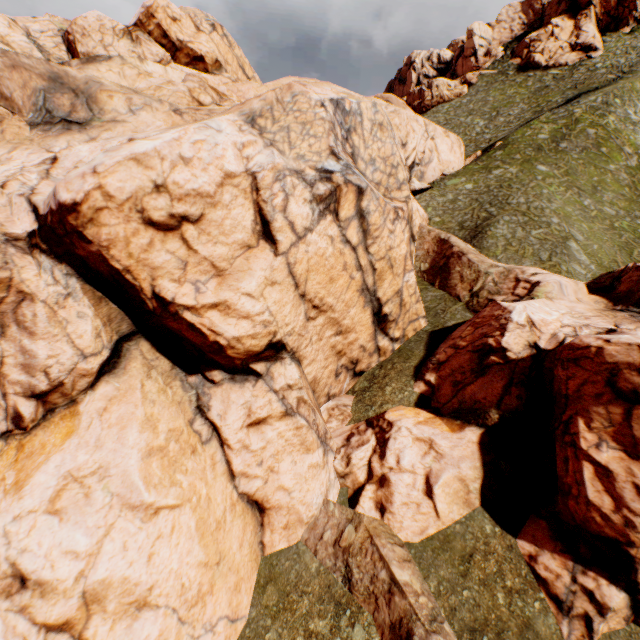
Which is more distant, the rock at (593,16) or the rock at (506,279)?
the rock at (593,16)

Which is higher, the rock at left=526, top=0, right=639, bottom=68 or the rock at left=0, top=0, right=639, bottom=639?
the rock at left=526, top=0, right=639, bottom=68

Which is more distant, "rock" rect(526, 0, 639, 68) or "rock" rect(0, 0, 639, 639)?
"rock" rect(526, 0, 639, 68)

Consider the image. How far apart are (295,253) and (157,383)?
7.9m

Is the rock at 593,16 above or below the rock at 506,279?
above
